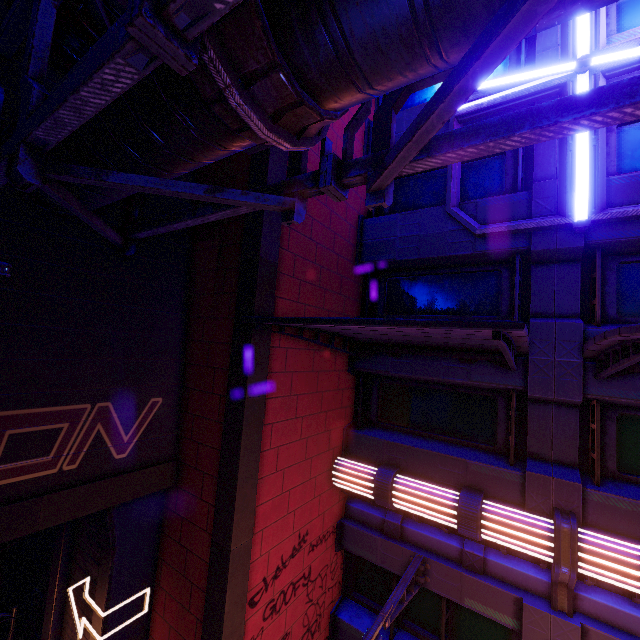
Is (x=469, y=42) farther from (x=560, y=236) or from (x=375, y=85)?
(x=560, y=236)

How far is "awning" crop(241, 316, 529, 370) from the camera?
3.6 meters

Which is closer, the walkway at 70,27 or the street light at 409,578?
the walkway at 70,27

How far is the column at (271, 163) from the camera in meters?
5.9

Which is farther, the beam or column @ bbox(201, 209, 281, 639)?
column @ bbox(201, 209, 281, 639)

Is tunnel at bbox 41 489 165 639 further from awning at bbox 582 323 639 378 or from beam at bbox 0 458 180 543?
awning at bbox 582 323 639 378

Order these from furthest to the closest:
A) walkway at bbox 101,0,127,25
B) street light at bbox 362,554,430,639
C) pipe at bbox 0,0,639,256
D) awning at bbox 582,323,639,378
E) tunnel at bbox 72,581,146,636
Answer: tunnel at bbox 72,581,146,636 → street light at bbox 362,554,430,639 → walkway at bbox 101,0,127,25 → awning at bbox 582,323,639,378 → pipe at bbox 0,0,639,256

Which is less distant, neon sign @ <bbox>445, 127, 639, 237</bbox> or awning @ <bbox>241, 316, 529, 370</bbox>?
awning @ <bbox>241, 316, 529, 370</bbox>
